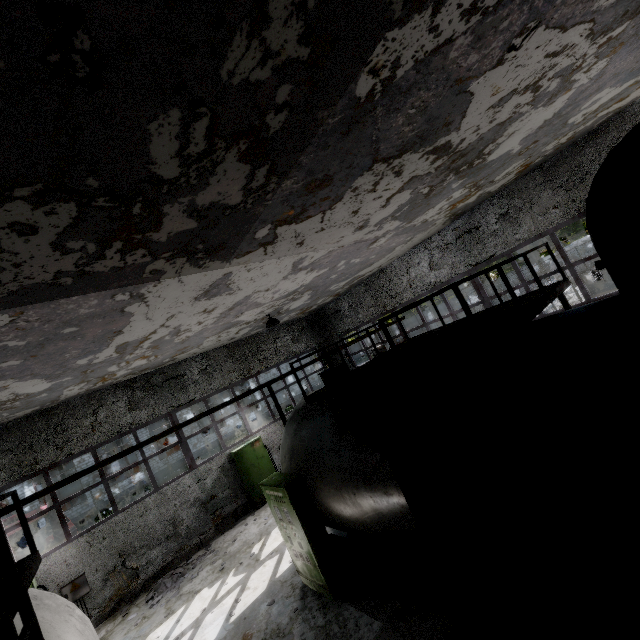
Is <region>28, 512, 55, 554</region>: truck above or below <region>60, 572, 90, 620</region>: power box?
above

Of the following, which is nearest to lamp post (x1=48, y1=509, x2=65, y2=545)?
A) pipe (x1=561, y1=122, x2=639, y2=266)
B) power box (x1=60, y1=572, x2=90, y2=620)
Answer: power box (x1=60, y1=572, x2=90, y2=620)

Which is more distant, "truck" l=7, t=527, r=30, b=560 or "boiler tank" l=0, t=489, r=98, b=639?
"truck" l=7, t=527, r=30, b=560

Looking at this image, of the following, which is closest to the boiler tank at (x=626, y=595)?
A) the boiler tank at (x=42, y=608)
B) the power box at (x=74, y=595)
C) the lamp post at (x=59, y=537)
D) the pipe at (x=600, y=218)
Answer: the boiler tank at (x=42, y=608)

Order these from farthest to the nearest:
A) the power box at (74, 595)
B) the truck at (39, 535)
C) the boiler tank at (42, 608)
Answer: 1. the truck at (39, 535)
2. the power box at (74, 595)
3. the boiler tank at (42, 608)

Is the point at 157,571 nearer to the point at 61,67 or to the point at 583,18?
the point at 61,67

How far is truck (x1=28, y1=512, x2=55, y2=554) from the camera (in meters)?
13.57

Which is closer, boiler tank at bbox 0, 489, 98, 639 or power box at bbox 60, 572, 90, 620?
boiler tank at bbox 0, 489, 98, 639
